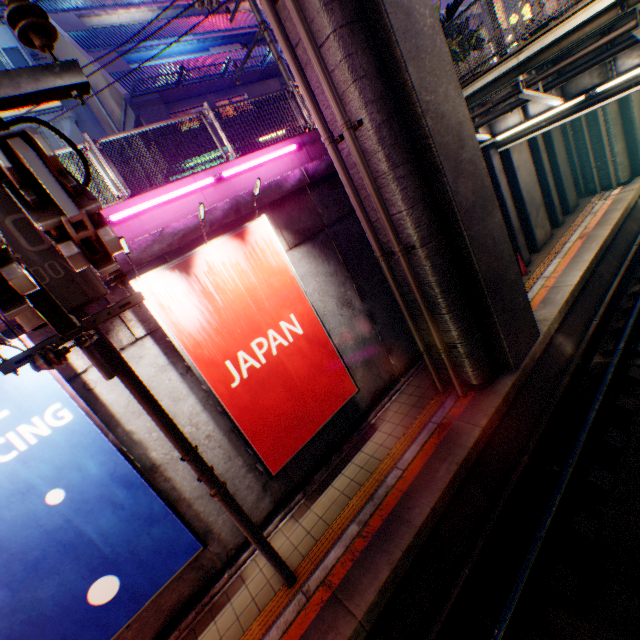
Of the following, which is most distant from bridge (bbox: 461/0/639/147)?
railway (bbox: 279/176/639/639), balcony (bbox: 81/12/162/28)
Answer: balcony (bbox: 81/12/162/28)

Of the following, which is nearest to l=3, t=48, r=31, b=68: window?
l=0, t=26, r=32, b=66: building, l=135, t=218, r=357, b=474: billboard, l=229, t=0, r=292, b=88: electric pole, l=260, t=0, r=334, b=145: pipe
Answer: l=0, t=26, r=32, b=66: building

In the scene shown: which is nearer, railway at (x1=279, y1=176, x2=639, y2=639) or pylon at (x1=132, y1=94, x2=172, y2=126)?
railway at (x1=279, y1=176, x2=639, y2=639)

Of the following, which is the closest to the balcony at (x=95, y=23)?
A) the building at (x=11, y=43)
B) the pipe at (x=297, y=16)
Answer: the building at (x=11, y=43)

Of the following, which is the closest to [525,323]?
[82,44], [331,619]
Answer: [331,619]

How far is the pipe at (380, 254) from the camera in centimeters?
632cm

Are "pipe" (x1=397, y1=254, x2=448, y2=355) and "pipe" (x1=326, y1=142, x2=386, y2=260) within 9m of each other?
yes

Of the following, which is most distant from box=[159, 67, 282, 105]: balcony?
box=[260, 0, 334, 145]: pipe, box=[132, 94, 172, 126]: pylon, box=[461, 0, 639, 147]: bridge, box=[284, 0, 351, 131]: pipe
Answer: box=[461, 0, 639, 147]: bridge
